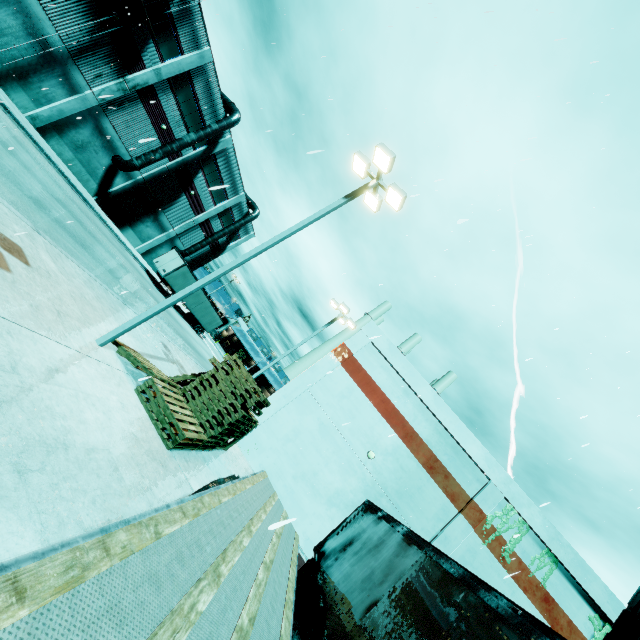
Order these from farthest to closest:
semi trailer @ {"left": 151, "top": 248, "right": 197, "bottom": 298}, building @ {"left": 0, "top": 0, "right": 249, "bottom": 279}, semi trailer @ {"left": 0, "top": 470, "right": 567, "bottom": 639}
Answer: semi trailer @ {"left": 151, "top": 248, "right": 197, "bottom": 298} < building @ {"left": 0, "top": 0, "right": 249, "bottom": 279} < semi trailer @ {"left": 0, "top": 470, "right": 567, "bottom": 639}

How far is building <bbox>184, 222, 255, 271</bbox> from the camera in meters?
45.1 m

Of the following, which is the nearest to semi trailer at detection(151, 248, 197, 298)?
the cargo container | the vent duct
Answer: the cargo container

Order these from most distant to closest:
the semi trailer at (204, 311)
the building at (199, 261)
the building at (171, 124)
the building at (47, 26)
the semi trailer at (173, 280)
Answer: the building at (199, 261)
the semi trailer at (204, 311)
the semi trailer at (173, 280)
the building at (171, 124)
the building at (47, 26)

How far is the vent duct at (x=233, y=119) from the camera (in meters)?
28.38

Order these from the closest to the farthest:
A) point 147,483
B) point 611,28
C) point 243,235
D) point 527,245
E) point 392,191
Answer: point 147,483
point 527,245
point 611,28
point 392,191
point 243,235

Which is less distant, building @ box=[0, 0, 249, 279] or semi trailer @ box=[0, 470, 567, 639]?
semi trailer @ box=[0, 470, 567, 639]

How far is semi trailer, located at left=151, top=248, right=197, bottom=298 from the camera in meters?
33.5
